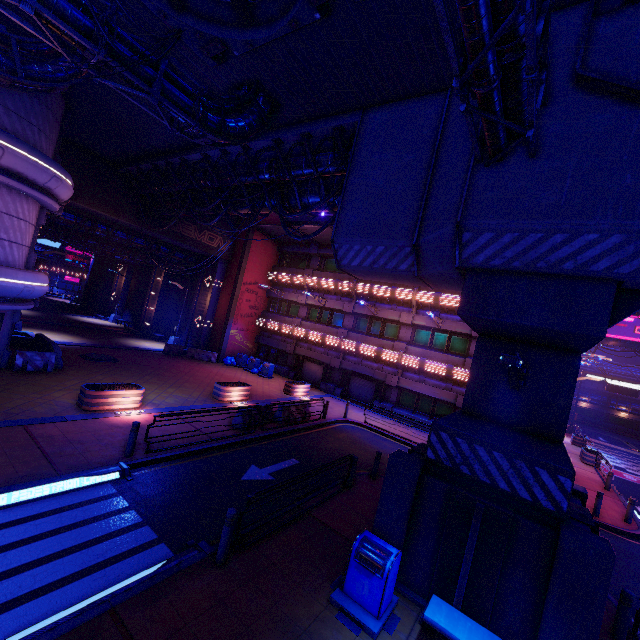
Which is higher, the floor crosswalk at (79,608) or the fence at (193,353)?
the fence at (193,353)

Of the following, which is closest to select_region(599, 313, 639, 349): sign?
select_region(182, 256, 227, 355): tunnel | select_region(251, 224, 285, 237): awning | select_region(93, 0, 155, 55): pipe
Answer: select_region(251, 224, 285, 237): awning

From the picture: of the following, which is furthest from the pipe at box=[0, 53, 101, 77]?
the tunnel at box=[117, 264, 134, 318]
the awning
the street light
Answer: the tunnel at box=[117, 264, 134, 318]

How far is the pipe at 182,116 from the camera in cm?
815

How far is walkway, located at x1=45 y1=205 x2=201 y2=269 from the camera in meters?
23.0

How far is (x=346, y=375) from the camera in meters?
26.2

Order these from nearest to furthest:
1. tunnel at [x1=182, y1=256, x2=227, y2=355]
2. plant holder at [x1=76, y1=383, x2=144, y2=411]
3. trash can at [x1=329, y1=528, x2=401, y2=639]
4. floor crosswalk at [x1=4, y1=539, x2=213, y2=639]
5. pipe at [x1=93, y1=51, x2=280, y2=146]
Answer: floor crosswalk at [x1=4, y1=539, x2=213, y2=639], trash can at [x1=329, y1=528, x2=401, y2=639], pipe at [x1=93, y1=51, x2=280, y2=146], plant holder at [x1=76, y1=383, x2=144, y2=411], tunnel at [x1=182, y1=256, x2=227, y2=355]

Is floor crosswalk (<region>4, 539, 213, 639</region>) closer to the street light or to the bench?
the bench
